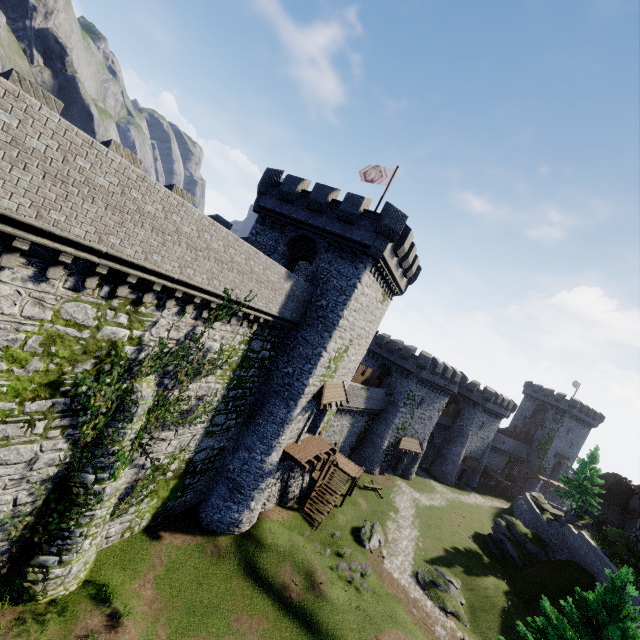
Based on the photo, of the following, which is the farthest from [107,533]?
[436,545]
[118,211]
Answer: [436,545]

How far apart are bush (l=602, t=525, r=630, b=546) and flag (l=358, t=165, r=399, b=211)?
43.2 meters

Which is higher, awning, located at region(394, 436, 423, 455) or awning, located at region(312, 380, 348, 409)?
awning, located at region(312, 380, 348, 409)

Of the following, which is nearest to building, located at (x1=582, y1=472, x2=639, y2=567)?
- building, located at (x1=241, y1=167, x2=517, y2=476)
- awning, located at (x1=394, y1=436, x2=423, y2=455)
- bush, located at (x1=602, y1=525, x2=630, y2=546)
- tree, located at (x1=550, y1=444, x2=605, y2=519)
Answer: bush, located at (x1=602, y1=525, x2=630, y2=546)

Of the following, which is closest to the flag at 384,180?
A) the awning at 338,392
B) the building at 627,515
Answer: the awning at 338,392

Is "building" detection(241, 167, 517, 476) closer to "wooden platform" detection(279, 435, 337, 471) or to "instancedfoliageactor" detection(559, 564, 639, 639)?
"wooden platform" detection(279, 435, 337, 471)

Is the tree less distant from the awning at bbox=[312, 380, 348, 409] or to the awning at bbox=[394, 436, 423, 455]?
the awning at bbox=[394, 436, 423, 455]

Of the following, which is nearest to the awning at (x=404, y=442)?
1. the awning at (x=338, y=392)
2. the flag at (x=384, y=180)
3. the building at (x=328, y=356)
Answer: the building at (x=328, y=356)
